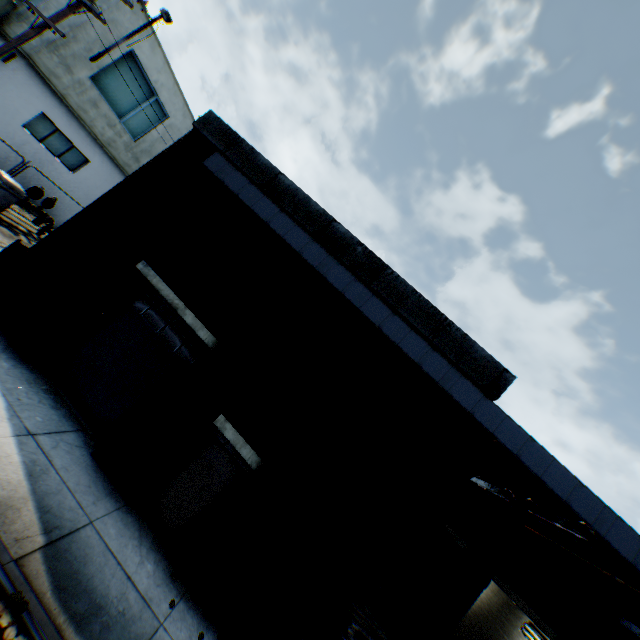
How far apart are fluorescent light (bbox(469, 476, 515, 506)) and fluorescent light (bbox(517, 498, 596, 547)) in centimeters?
63cm

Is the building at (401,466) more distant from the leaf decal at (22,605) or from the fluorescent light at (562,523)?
the leaf decal at (22,605)

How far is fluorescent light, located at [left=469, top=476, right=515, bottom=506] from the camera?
7.31m

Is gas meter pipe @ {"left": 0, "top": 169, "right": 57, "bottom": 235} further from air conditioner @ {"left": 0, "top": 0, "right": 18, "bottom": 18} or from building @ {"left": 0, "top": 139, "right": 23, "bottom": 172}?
air conditioner @ {"left": 0, "top": 0, "right": 18, "bottom": 18}

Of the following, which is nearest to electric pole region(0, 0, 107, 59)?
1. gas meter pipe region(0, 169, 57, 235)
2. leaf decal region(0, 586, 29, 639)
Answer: gas meter pipe region(0, 169, 57, 235)

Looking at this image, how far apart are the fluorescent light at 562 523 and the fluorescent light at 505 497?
0.63m

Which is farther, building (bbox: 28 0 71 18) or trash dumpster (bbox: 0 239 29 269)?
building (bbox: 28 0 71 18)

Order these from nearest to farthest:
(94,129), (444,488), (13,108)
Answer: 1. (444,488)
2. (13,108)
3. (94,129)
